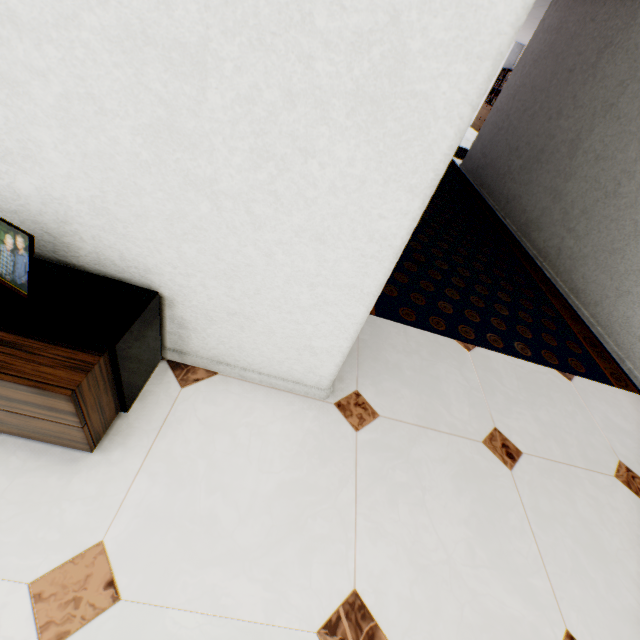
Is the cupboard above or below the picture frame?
below

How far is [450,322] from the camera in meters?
2.2

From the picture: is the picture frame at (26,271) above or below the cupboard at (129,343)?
above
